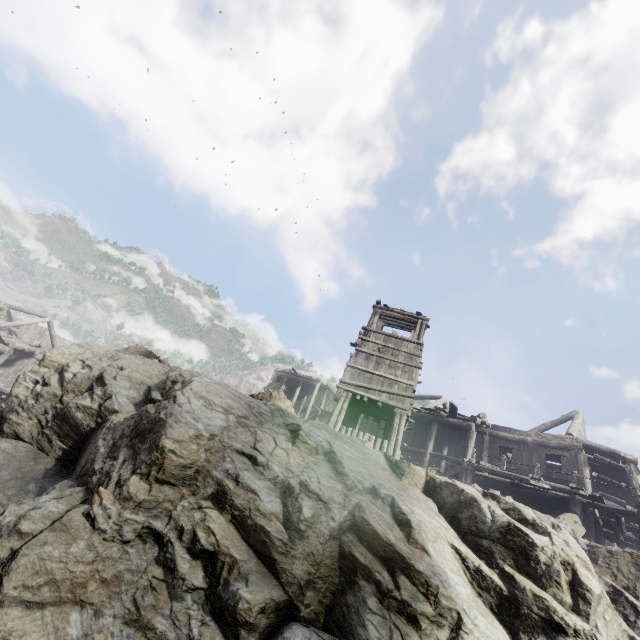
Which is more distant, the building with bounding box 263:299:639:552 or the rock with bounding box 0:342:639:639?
the building with bounding box 263:299:639:552

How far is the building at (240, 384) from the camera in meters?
50.5 m

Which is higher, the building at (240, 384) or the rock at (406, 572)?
the building at (240, 384)

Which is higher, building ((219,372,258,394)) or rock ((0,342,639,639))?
building ((219,372,258,394))

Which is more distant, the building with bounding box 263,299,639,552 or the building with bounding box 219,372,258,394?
the building with bounding box 219,372,258,394

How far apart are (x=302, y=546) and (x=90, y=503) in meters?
4.0

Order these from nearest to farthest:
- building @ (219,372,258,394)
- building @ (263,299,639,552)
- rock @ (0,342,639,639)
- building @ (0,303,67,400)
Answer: rock @ (0,342,639,639)
building @ (263,299,639,552)
building @ (0,303,67,400)
building @ (219,372,258,394)

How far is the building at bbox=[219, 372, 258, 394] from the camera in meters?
50.5
